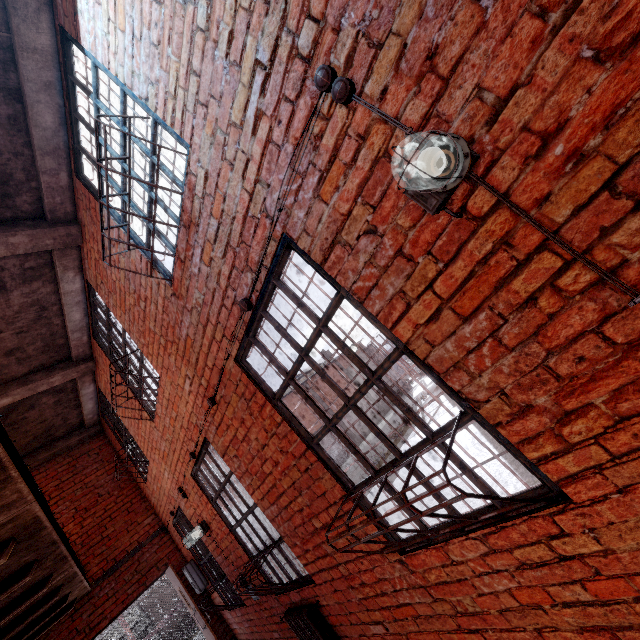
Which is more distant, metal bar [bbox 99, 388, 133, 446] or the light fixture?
metal bar [bbox 99, 388, 133, 446]

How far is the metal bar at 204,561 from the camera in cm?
587

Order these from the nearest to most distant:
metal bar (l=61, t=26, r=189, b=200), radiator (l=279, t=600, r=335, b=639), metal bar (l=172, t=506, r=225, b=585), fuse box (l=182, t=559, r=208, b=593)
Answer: metal bar (l=61, t=26, r=189, b=200), radiator (l=279, t=600, r=335, b=639), metal bar (l=172, t=506, r=225, b=585), fuse box (l=182, t=559, r=208, b=593)

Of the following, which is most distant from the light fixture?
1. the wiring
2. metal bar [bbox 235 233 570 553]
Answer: metal bar [bbox 235 233 570 553]

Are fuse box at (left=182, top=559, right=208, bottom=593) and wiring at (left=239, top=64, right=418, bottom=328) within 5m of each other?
no

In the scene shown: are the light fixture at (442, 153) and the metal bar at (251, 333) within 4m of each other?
yes

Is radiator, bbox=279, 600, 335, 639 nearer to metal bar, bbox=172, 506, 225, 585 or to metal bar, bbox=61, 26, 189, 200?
metal bar, bbox=172, 506, 225, 585

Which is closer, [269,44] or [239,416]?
[269,44]
